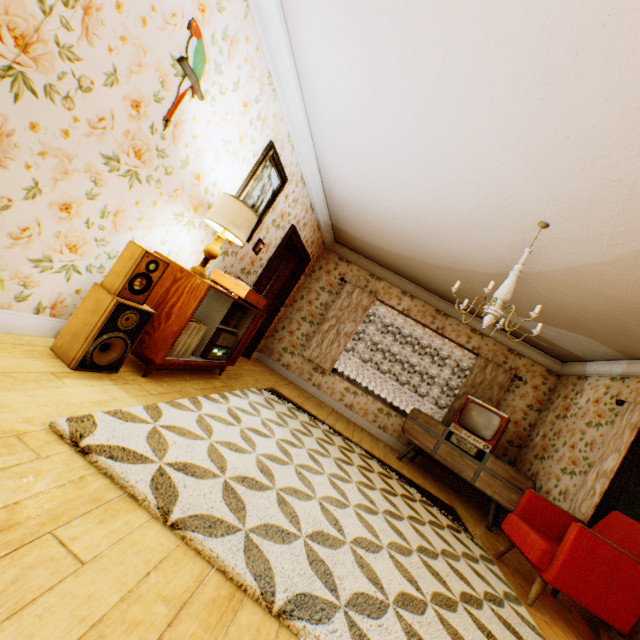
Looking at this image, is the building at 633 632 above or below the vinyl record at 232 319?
below

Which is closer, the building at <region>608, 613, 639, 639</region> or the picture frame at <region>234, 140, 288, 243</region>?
the building at <region>608, 613, 639, 639</region>

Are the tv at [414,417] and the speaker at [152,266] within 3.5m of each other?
no

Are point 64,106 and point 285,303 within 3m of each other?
no

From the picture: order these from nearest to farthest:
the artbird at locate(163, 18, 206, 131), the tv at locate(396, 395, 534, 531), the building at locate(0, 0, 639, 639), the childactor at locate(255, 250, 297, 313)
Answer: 1. the building at locate(0, 0, 639, 639)
2. the artbird at locate(163, 18, 206, 131)
3. the tv at locate(396, 395, 534, 531)
4. the childactor at locate(255, 250, 297, 313)

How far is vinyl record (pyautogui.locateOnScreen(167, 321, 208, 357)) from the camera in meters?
2.9 m

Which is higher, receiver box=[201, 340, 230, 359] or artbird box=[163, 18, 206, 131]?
artbird box=[163, 18, 206, 131]

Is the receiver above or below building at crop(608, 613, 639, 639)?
above
